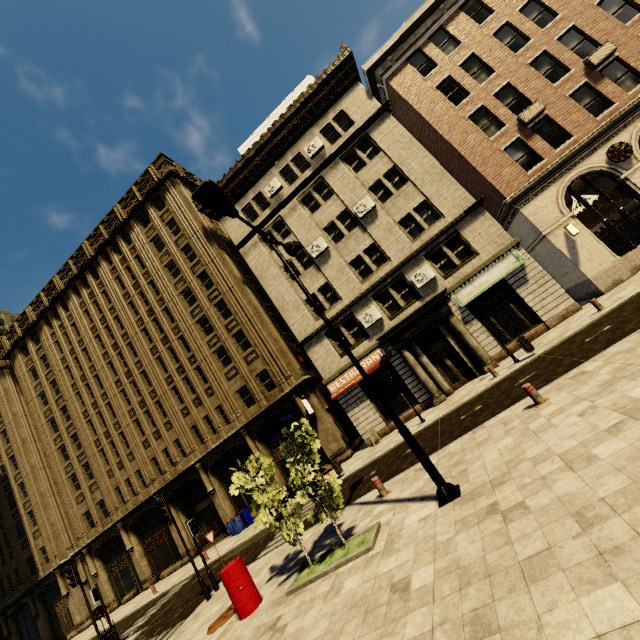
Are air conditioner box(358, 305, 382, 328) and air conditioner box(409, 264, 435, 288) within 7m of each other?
yes

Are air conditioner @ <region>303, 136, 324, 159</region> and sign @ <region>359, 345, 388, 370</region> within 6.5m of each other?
no

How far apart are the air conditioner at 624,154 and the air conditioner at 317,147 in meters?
15.9

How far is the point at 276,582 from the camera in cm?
863

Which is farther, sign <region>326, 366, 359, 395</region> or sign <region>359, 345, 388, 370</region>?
sign <region>326, 366, 359, 395</region>

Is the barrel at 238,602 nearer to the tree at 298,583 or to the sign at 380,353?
the tree at 298,583

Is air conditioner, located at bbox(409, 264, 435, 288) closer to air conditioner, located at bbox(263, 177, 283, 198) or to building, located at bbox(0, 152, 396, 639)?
building, located at bbox(0, 152, 396, 639)

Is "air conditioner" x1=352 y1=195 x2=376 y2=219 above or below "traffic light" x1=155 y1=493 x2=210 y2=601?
above
